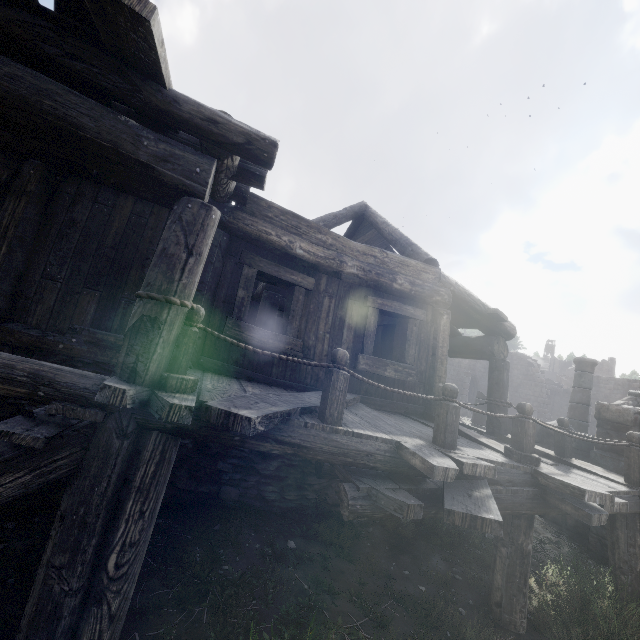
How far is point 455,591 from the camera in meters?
4.2 m
